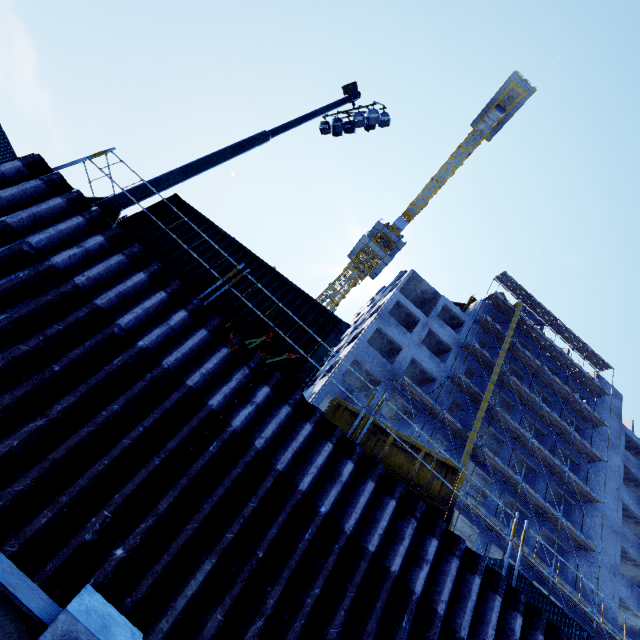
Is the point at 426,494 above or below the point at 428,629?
above

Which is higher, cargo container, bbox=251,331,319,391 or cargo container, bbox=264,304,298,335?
cargo container, bbox=264,304,298,335

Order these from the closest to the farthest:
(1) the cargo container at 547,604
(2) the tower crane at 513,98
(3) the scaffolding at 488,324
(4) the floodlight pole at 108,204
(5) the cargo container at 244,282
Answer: (4) the floodlight pole at 108,204
(5) the cargo container at 244,282
(1) the cargo container at 547,604
(3) the scaffolding at 488,324
(2) the tower crane at 513,98

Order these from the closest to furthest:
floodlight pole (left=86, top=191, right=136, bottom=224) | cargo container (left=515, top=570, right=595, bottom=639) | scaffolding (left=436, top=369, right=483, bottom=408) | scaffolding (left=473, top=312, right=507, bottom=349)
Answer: floodlight pole (left=86, top=191, right=136, bottom=224) < cargo container (left=515, top=570, right=595, bottom=639) < scaffolding (left=436, top=369, right=483, bottom=408) < scaffolding (left=473, top=312, right=507, bottom=349)

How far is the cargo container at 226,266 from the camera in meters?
8.0

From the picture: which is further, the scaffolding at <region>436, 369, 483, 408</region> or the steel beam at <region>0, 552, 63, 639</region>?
the scaffolding at <region>436, 369, 483, 408</region>

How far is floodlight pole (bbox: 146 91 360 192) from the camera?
7.7m

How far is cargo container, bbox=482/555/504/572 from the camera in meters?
17.7 m
